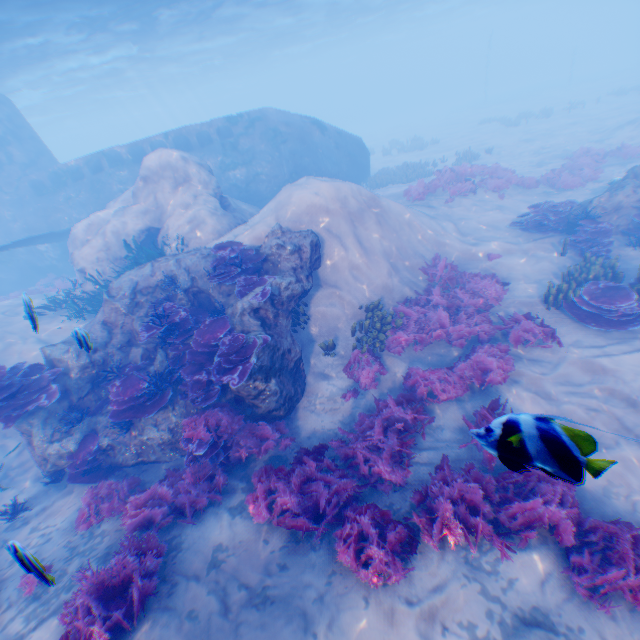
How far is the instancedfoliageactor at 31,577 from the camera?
2.6m

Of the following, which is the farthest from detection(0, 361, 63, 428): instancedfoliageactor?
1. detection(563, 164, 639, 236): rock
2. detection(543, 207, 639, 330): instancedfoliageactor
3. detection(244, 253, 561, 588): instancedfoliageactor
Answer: detection(563, 164, 639, 236): rock

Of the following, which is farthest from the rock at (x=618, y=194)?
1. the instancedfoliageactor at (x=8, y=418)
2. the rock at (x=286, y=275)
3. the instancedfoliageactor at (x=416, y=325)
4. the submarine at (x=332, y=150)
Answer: the instancedfoliageactor at (x=8, y=418)

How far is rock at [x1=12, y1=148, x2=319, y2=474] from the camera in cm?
745

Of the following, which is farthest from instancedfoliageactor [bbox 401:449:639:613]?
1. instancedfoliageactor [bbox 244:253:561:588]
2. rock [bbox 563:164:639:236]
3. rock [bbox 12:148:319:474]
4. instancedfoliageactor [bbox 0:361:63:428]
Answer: rock [bbox 563:164:639:236]

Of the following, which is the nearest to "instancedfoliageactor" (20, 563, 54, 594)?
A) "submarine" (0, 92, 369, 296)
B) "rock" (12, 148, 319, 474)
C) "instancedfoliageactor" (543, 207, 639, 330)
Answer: "rock" (12, 148, 319, 474)

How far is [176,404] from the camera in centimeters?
756cm

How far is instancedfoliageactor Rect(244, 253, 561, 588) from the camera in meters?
4.8
